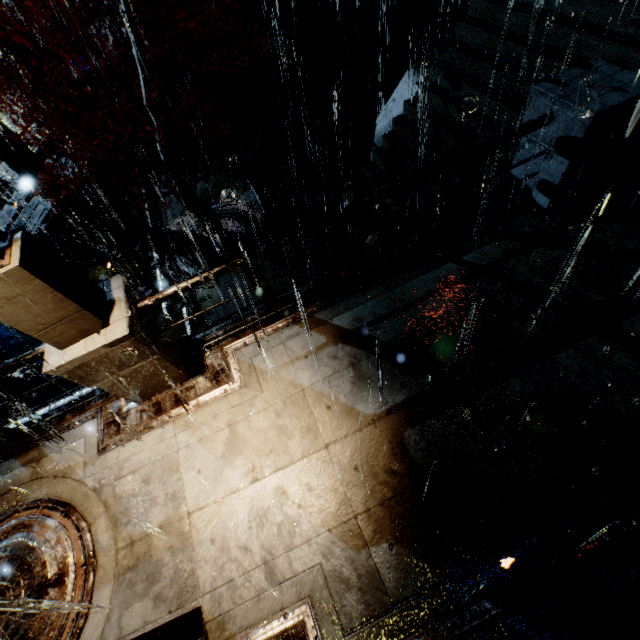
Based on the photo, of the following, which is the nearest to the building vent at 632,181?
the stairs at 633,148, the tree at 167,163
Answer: the stairs at 633,148

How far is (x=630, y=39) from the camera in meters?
5.1 m

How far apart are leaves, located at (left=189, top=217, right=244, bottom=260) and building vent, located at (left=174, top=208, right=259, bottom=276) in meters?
0.0

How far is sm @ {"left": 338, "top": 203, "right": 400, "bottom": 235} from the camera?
8.1 meters

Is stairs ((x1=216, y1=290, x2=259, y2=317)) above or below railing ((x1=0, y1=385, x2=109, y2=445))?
below

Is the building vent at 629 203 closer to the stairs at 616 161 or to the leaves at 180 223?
the stairs at 616 161

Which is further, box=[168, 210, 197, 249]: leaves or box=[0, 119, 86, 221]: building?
box=[168, 210, 197, 249]: leaves

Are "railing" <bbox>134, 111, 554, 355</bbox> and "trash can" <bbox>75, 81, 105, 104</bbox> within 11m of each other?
no
